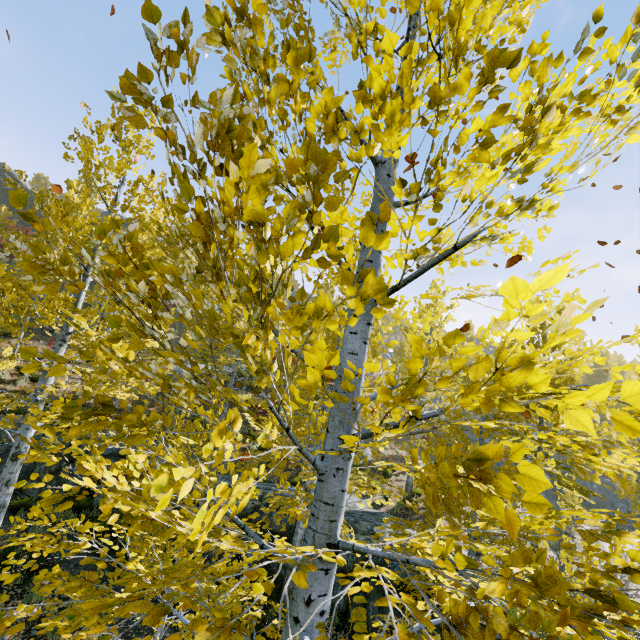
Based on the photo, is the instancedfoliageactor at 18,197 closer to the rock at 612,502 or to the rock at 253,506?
the rock at 253,506

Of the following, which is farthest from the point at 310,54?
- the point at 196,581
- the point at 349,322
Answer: the point at 196,581

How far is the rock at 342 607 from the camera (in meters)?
7.25

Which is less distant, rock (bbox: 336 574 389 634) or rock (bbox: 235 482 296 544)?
rock (bbox: 336 574 389 634)

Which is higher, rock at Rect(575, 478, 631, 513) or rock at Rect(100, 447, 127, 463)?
rock at Rect(575, 478, 631, 513)

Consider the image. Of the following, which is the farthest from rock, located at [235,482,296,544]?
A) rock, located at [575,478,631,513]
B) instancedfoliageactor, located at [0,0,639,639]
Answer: rock, located at [575,478,631,513]

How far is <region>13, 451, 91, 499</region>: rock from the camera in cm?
1099
